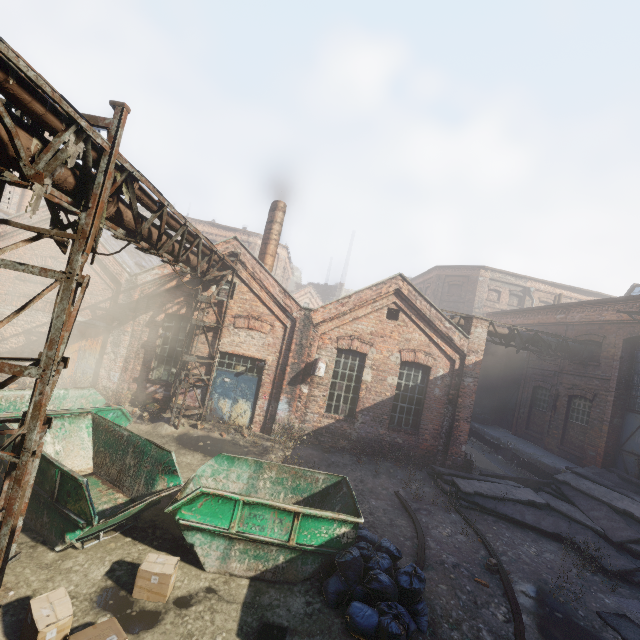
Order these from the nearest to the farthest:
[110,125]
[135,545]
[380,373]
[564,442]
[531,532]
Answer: [110,125] → [135,545] → [531,532] → [380,373] → [564,442]

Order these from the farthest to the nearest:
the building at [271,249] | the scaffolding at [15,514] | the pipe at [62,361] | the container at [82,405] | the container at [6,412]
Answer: the building at [271,249]
the container at [6,412]
the container at [82,405]
the scaffolding at [15,514]
the pipe at [62,361]

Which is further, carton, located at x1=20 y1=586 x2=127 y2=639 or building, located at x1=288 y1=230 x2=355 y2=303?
building, located at x1=288 y1=230 x2=355 y2=303

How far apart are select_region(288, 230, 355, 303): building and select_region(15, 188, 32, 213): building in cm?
3195

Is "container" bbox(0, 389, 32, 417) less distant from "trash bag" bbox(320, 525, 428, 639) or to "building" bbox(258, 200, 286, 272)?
"trash bag" bbox(320, 525, 428, 639)

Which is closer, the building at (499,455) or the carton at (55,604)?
the carton at (55,604)

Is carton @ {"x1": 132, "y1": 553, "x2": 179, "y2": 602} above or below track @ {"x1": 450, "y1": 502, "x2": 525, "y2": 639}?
above
